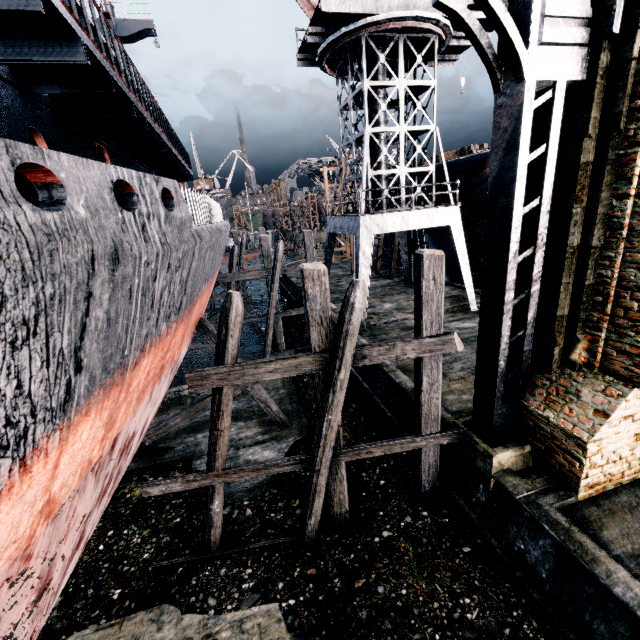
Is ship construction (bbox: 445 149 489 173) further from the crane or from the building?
the building

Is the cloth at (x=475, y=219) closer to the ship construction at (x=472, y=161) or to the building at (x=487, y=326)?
the ship construction at (x=472, y=161)

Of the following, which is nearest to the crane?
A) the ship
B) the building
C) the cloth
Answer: the cloth

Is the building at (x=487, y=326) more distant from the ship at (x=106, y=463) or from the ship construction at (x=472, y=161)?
the ship at (x=106, y=463)

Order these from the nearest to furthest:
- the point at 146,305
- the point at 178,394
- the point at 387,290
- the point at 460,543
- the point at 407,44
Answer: the point at 146,305
the point at 460,543
the point at 407,44
the point at 178,394
the point at 387,290

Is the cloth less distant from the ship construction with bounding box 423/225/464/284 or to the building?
the ship construction with bounding box 423/225/464/284

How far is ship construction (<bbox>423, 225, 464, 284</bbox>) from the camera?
23.7m

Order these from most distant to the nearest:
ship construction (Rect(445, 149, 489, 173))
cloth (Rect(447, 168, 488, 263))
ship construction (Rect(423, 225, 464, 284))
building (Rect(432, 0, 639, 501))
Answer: ship construction (Rect(423, 225, 464, 284)) → cloth (Rect(447, 168, 488, 263)) → ship construction (Rect(445, 149, 489, 173)) → building (Rect(432, 0, 639, 501))
